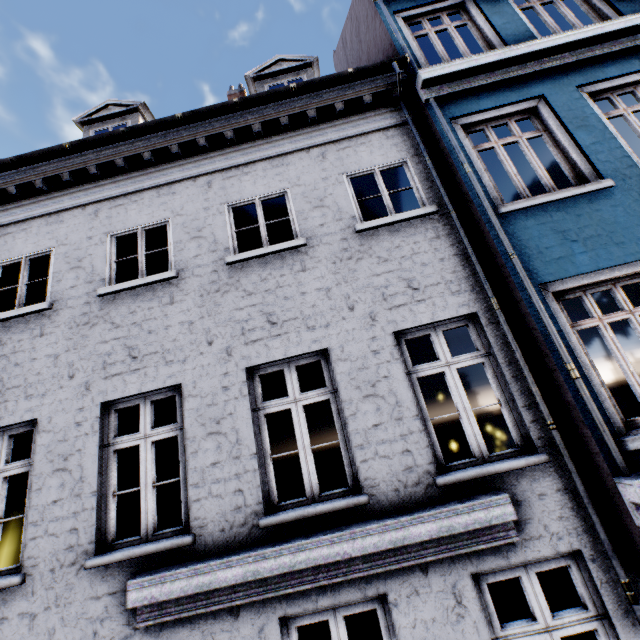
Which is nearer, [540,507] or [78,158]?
[540,507]
